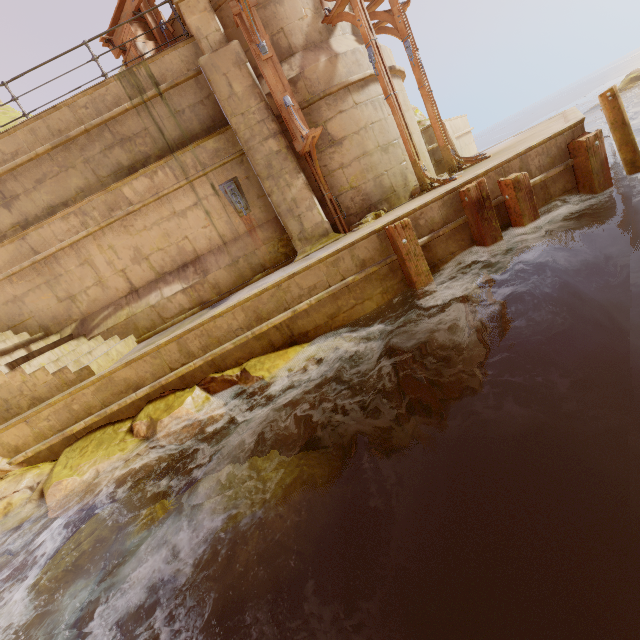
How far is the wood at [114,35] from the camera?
9.1 meters

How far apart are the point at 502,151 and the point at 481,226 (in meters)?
3.89

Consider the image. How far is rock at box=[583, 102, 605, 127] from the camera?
22.0 meters

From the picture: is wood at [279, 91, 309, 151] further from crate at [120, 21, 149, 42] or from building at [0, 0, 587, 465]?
crate at [120, 21, 149, 42]

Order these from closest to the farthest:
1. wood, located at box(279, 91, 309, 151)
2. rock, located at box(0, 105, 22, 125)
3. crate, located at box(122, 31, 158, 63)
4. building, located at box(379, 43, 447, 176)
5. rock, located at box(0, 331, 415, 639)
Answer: rock, located at box(0, 331, 415, 639), wood, located at box(279, 91, 309, 151), crate, located at box(122, 31, 158, 63), building, located at box(379, 43, 447, 176), rock, located at box(0, 105, 22, 125)

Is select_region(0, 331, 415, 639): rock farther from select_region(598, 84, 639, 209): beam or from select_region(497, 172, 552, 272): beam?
select_region(598, 84, 639, 209): beam

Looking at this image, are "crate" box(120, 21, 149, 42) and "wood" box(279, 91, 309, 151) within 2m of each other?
no

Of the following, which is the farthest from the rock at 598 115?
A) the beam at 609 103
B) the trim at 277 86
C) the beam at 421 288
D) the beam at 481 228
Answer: the beam at 421 288
